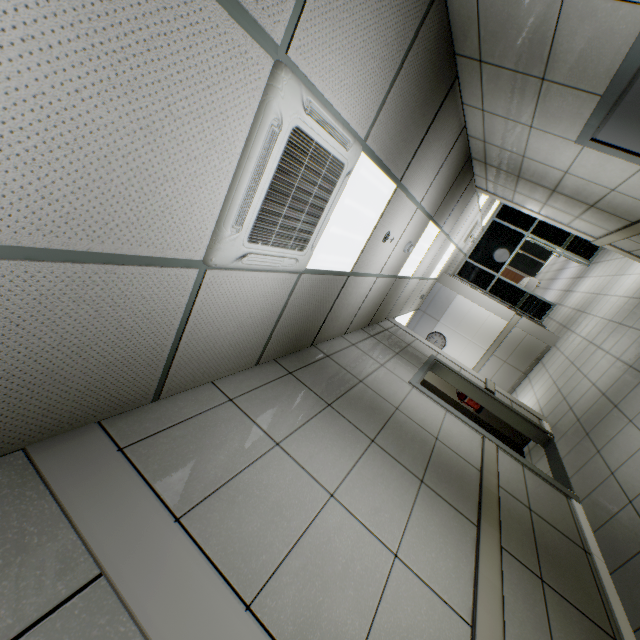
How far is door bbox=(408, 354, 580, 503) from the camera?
3.8 meters

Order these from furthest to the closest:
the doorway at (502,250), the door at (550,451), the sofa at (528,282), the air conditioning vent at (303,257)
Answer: the sofa at (528,282), the doorway at (502,250), the door at (550,451), the air conditioning vent at (303,257)

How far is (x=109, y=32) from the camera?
0.91m

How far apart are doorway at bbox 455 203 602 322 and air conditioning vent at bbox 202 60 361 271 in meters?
10.9 m

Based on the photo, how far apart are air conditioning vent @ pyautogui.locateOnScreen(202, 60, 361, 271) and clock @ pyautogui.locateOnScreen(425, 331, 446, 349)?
7.7 meters

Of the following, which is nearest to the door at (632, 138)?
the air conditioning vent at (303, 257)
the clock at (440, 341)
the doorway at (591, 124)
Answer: the doorway at (591, 124)

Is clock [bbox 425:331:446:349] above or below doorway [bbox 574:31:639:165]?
above

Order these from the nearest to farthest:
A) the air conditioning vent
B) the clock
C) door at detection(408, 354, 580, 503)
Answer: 1. the air conditioning vent
2. door at detection(408, 354, 580, 503)
3. the clock
